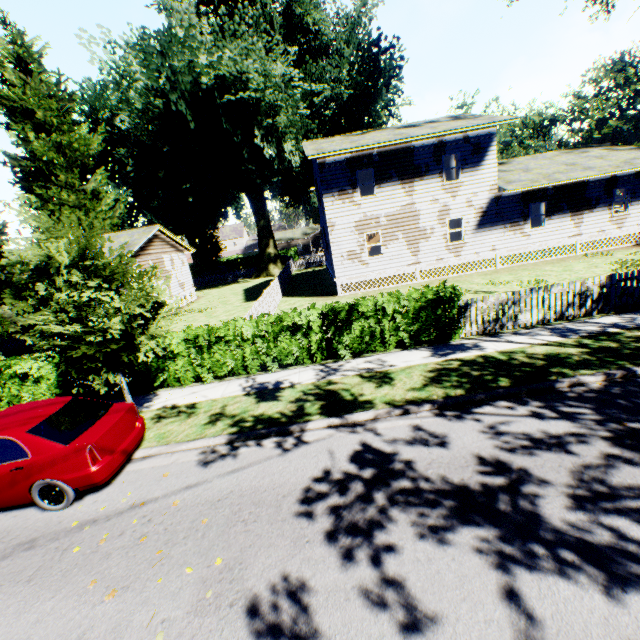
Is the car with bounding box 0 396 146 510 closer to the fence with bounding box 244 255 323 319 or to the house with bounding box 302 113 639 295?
the fence with bounding box 244 255 323 319

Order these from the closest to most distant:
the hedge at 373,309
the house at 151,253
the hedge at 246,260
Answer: the hedge at 373,309 → the house at 151,253 → the hedge at 246,260

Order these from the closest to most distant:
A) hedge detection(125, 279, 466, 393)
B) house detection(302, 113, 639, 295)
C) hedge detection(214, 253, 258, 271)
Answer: hedge detection(125, 279, 466, 393) → house detection(302, 113, 639, 295) → hedge detection(214, 253, 258, 271)

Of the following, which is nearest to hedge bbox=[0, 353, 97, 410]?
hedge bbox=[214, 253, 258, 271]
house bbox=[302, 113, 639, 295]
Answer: house bbox=[302, 113, 639, 295]

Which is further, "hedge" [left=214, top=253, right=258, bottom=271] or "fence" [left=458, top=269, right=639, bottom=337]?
"hedge" [left=214, top=253, right=258, bottom=271]

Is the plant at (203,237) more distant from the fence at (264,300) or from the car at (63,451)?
the car at (63,451)

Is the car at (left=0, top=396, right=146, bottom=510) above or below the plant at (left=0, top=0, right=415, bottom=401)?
below

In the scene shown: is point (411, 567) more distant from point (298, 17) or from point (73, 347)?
point (298, 17)
